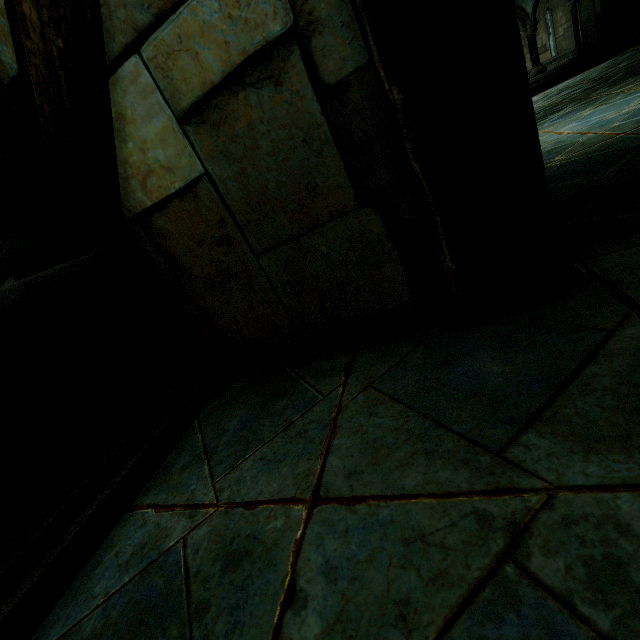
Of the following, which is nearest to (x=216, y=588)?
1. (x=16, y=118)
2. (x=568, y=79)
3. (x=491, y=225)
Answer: (x=491, y=225)
